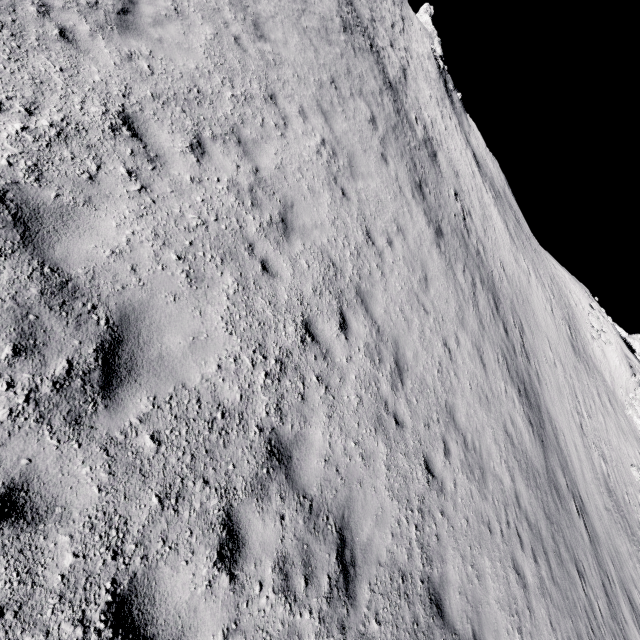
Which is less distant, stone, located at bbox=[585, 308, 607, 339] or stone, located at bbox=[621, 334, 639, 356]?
stone, located at bbox=[585, 308, 607, 339]

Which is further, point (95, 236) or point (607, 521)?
point (607, 521)

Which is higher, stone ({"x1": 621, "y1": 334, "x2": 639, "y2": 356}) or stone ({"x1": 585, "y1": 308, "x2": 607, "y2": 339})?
stone ({"x1": 621, "y1": 334, "x2": 639, "y2": 356})

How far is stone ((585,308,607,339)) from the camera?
37.0 meters

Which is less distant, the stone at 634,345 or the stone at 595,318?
the stone at 595,318

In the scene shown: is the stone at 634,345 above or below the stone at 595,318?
above
